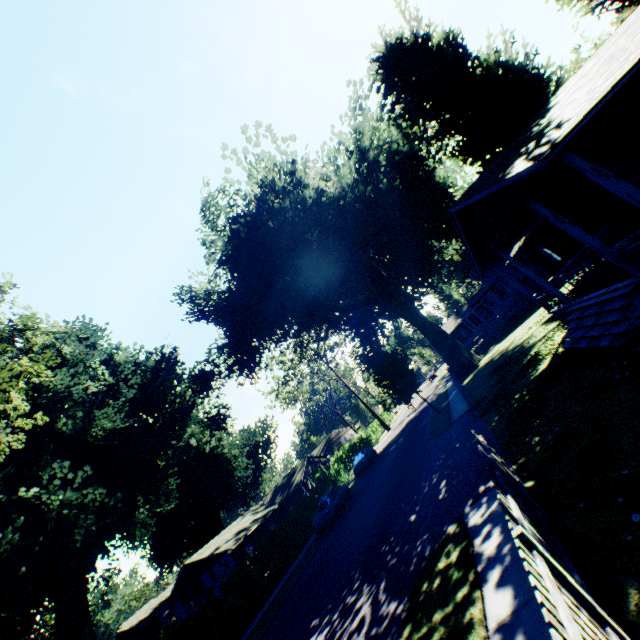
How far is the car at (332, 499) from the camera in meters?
21.0 m

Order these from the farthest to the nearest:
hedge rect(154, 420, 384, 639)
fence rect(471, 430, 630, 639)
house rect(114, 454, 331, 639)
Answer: house rect(114, 454, 331, 639)
hedge rect(154, 420, 384, 639)
fence rect(471, 430, 630, 639)

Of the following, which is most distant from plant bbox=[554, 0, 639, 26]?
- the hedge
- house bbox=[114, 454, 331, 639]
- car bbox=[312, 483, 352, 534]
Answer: car bbox=[312, 483, 352, 534]

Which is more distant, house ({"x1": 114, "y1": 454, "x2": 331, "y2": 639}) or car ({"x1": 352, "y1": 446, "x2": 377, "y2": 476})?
house ({"x1": 114, "y1": 454, "x2": 331, "y2": 639})

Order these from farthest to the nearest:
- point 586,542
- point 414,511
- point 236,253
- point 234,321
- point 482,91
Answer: point 234,321 < point 236,253 < point 482,91 < point 414,511 < point 586,542

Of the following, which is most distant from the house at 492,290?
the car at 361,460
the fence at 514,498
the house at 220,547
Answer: the house at 220,547

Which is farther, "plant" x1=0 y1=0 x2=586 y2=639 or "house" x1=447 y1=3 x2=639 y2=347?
"plant" x1=0 y1=0 x2=586 y2=639

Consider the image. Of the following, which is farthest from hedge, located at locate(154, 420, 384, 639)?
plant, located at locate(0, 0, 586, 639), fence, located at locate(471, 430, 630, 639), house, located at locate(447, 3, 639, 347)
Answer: house, located at locate(447, 3, 639, 347)
